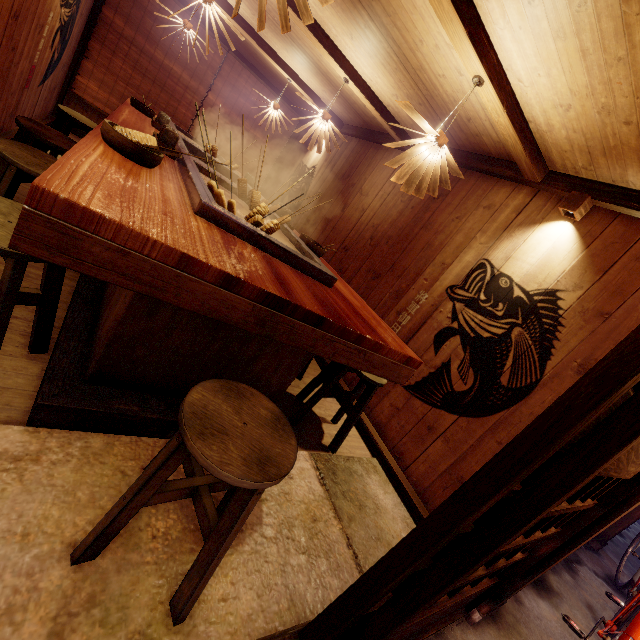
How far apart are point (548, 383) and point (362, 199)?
6.26m

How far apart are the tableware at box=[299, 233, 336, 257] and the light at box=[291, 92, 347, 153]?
2.5 meters

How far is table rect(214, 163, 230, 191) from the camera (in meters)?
5.00

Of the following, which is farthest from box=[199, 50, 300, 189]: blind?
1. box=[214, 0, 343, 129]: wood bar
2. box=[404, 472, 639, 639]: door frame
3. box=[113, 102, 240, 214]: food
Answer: box=[404, 472, 639, 639]: door frame

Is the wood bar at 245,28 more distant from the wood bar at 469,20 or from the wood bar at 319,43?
the wood bar at 469,20

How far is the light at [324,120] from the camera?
6.6m

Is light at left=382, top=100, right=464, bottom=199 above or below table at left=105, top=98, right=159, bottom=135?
above

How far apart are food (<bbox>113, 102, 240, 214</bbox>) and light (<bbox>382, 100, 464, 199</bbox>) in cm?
197
